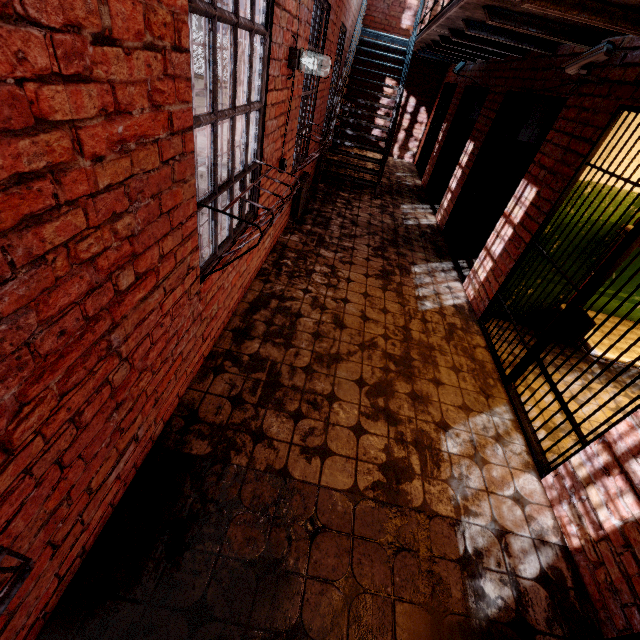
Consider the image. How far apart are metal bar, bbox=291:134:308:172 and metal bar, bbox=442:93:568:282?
2.9m

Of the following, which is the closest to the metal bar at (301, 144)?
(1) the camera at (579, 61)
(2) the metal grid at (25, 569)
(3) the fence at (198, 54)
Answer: (1) the camera at (579, 61)

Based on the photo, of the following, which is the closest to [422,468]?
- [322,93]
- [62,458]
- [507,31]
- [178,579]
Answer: [178,579]

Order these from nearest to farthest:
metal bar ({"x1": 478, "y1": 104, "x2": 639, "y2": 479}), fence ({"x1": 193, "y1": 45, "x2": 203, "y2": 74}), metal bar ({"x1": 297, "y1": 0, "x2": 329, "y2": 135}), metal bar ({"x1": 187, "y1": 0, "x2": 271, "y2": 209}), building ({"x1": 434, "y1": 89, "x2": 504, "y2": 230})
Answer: metal bar ({"x1": 187, "y1": 0, "x2": 271, "y2": 209}) → metal bar ({"x1": 478, "y1": 104, "x2": 639, "y2": 479}) → metal bar ({"x1": 297, "y1": 0, "x2": 329, "y2": 135}) → building ({"x1": 434, "y1": 89, "x2": 504, "y2": 230}) → fence ({"x1": 193, "y1": 45, "x2": 203, "y2": 74})

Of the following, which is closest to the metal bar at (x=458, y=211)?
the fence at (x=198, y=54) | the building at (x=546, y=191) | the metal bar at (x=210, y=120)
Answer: the building at (x=546, y=191)

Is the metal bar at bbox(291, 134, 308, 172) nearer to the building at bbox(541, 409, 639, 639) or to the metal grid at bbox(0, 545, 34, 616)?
the building at bbox(541, 409, 639, 639)

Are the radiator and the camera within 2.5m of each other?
Answer: no

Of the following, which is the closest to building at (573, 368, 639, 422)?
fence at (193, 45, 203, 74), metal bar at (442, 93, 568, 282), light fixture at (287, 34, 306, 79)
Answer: metal bar at (442, 93, 568, 282)
